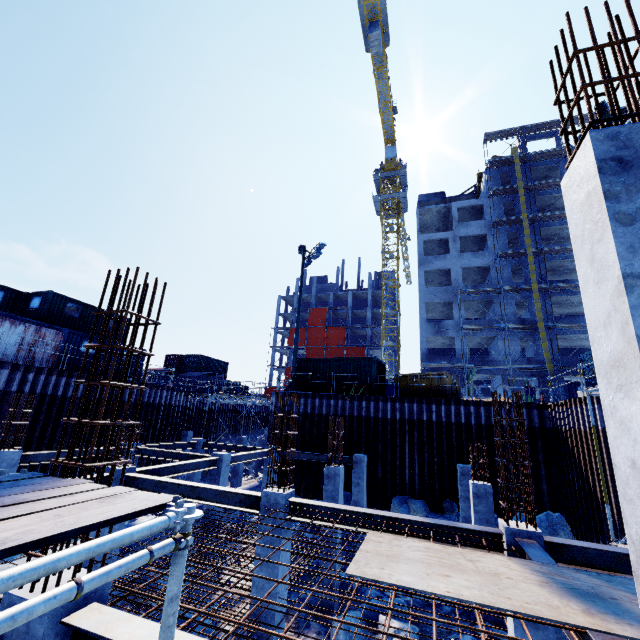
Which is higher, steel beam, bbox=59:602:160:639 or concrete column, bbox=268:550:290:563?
steel beam, bbox=59:602:160:639

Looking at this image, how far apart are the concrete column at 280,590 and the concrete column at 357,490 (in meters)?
9.31

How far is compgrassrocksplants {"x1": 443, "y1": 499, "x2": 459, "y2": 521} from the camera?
15.1 meters

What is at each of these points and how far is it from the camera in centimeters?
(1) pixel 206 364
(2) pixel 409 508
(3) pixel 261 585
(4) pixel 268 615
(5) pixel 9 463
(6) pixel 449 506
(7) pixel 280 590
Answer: (1) cargo container, 4141cm
(2) compgrassrocksplants, 1625cm
(3) concrete column, 684cm
(4) concrete column, 664cm
(5) concrete column, 1053cm
(6) compgrassrocksplants, 1634cm
(7) concrete column, 687cm

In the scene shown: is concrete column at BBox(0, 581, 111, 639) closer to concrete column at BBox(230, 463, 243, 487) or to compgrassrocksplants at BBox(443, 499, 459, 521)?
compgrassrocksplants at BBox(443, 499, 459, 521)

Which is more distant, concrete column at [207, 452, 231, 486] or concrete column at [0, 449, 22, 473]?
concrete column at [207, 452, 231, 486]

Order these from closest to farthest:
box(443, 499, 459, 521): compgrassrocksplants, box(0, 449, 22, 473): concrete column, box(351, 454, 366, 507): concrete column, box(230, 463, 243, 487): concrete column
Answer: box(0, 449, 22, 473): concrete column, box(443, 499, 459, 521): compgrassrocksplants, box(351, 454, 366, 507): concrete column, box(230, 463, 243, 487): concrete column

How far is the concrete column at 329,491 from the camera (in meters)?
11.55
